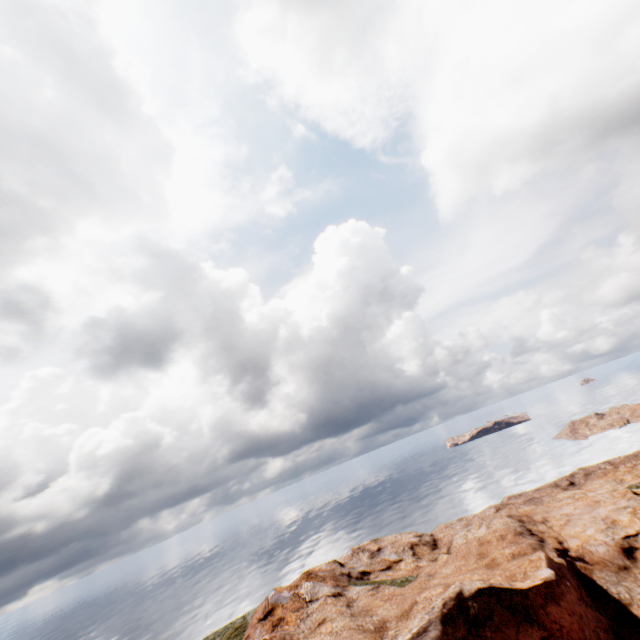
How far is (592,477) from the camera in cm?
4875
